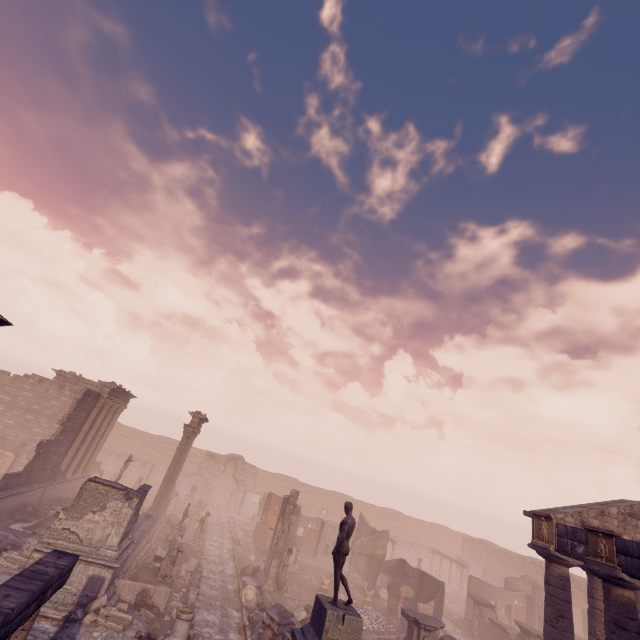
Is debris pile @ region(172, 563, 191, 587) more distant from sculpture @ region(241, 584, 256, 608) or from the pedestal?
the pedestal

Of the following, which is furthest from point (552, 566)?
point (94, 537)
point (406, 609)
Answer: point (94, 537)

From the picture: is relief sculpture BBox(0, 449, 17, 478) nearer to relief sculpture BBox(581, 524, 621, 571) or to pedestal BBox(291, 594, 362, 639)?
pedestal BBox(291, 594, 362, 639)

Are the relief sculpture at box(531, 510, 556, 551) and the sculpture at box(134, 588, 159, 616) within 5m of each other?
no

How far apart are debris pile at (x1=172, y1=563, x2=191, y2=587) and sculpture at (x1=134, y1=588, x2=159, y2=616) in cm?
245

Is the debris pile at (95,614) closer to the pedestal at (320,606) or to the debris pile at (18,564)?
the debris pile at (18,564)

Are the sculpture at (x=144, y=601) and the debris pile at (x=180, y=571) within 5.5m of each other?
yes

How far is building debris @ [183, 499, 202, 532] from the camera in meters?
25.4 m
